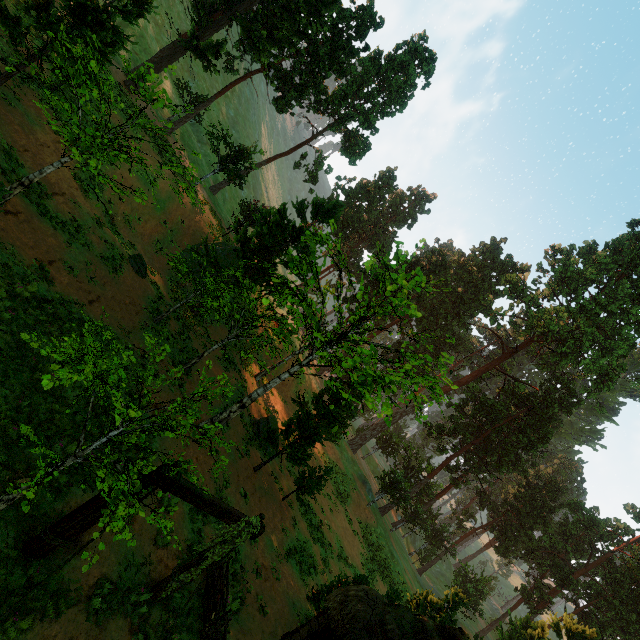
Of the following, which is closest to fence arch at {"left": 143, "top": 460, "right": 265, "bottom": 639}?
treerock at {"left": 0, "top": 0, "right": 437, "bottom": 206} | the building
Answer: the building

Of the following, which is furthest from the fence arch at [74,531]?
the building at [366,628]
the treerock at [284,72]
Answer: the treerock at [284,72]

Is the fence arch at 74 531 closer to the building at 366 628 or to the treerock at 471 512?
the building at 366 628

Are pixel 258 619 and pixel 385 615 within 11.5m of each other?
yes

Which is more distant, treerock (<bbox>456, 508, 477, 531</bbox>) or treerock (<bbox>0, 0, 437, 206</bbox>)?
Result: treerock (<bbox>456, 508, 477, 531</bbox>)

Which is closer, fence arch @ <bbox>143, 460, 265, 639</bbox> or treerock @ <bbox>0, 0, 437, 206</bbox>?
fence arch @ <bbox>143, 460, 265, 639</bbox>
